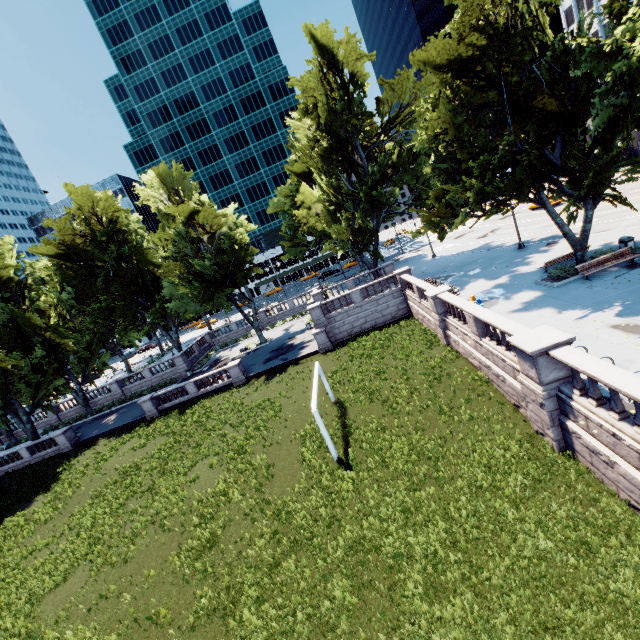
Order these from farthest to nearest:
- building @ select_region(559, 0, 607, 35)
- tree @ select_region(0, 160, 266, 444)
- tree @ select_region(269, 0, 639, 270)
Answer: building @ select_region(559, 0, 607, 35)
tree @ select_region(0, 160, 266, 444)
tree @ select_region(269, 0, 639, 270)

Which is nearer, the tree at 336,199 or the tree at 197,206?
the tree at 336,199

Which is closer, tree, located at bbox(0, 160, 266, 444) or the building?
tree, located at bbox(0, 160, 266, 444)

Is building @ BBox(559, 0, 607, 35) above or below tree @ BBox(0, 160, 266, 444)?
above

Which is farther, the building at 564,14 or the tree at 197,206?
the building at 564,14

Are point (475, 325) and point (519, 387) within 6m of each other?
yes

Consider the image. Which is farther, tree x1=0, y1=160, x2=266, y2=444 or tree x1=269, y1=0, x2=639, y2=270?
tree x1=0, y1=160, x2=266, y2=444
